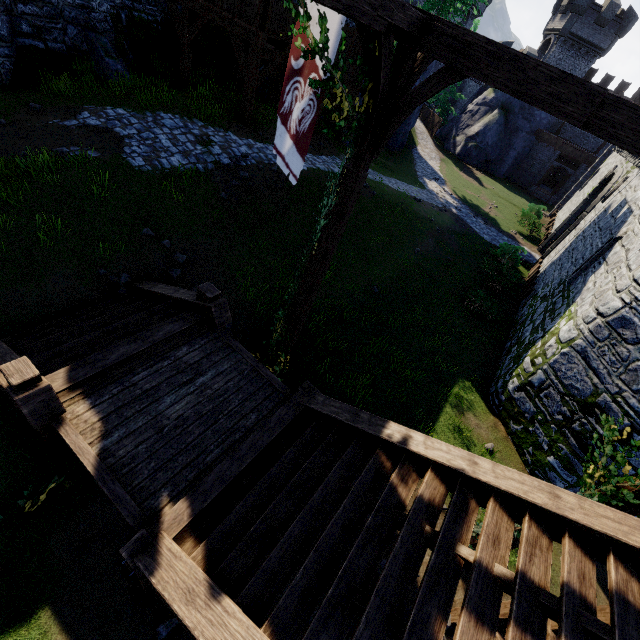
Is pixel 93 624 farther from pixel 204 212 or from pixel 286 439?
pixel 204 212

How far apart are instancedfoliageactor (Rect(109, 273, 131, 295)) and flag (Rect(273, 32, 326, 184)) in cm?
502

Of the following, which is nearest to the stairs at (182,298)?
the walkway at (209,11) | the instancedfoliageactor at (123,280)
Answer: the instancedfoliageactor at (123,280)

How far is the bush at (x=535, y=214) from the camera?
26.4 meters

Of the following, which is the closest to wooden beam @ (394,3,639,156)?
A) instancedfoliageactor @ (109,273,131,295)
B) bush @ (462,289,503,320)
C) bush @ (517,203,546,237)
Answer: instancedfoliageactor @ (109,273,131,295)

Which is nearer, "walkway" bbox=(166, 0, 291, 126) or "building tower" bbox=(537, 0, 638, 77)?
"walkway" bbox=(166, 0, 291, 126)

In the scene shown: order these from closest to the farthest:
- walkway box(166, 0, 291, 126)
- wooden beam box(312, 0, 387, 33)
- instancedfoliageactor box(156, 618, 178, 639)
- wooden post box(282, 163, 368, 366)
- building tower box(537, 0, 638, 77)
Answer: wooden beam box(312, 0, 387, 33) < instancedfoliageactor box(156, 618, 178, 639) < wooden post box(282, 163, 368, 366) < walkway box(166, 0, 291, 126) < building tower box(537, 0, 638, 77)

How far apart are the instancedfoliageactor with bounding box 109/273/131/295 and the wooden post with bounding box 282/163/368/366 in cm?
379
